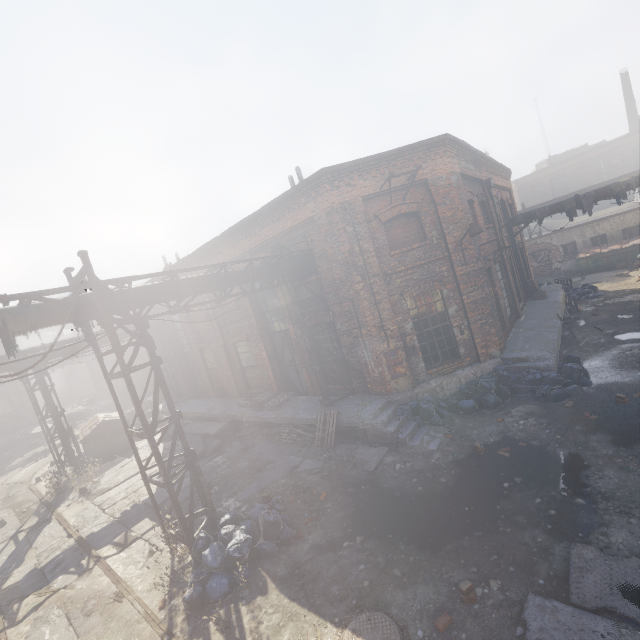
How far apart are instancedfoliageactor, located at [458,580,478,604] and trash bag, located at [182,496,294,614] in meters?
3.4 m

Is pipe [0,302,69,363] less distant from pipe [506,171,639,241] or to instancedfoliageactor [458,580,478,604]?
instancedfoliageactor [458,580,478,604]

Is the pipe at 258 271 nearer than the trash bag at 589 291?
Yes

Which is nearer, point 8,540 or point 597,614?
point 597,614

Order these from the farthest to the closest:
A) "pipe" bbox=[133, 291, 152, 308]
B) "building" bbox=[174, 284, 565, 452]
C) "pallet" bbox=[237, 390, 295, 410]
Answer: "pallet" bbox=[237, 390, 295, 410] < "building" bbox=[174, 284, 565, 452] < "pipe" bbox=[133, 291, 152, 308]

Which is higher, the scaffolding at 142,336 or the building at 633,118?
the building at 633,118

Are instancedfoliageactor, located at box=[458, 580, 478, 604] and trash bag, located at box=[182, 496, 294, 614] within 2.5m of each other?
no

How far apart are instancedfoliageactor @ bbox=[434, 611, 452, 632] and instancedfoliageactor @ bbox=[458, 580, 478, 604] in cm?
30
